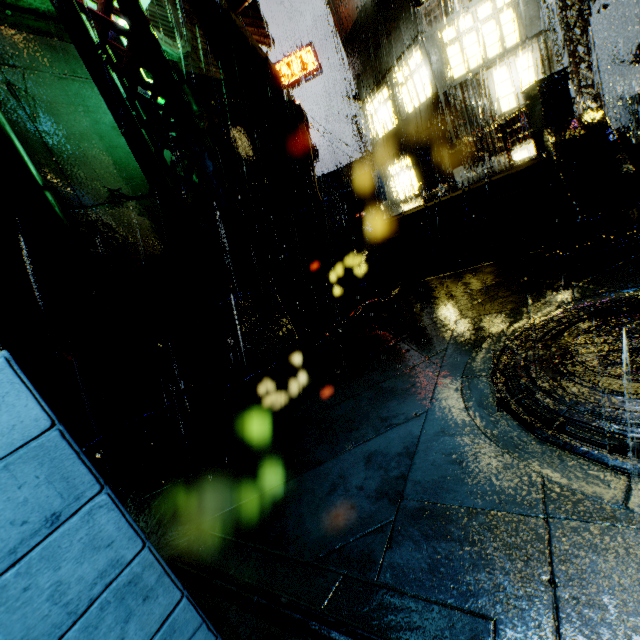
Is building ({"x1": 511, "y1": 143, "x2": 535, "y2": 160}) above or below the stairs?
above

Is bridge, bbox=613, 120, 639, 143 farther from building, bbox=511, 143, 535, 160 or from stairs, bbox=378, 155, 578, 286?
stairs, bbox=378, 155, 578, 286

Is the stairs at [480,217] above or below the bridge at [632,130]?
Answer: above

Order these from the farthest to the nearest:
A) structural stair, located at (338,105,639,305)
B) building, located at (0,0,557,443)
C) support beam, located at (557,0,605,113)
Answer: support beam, located at (557,0,605,113) < building, located at (0,0,557,443) < structural stair, located at (338,105,639,305)

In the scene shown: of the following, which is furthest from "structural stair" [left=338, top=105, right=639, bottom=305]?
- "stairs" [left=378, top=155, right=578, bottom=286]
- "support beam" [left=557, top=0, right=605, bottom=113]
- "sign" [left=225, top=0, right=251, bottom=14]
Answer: "support beam" [left=557, top=0, right=605, bottom=113]

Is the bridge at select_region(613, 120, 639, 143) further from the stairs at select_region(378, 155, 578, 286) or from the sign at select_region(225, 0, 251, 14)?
the sign at select_region(225, 0, 251, 14)

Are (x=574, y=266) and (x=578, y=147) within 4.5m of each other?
yes

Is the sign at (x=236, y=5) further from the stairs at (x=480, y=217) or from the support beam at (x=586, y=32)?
the support beam at (x=586, y=32)
